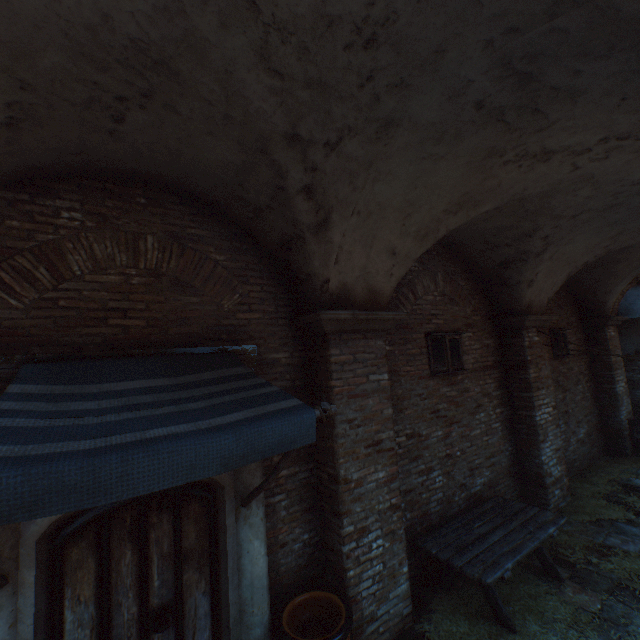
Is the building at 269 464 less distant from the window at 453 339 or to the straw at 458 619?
the straw at 458 619

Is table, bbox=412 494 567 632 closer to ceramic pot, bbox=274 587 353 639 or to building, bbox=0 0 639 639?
ceramic pot, bbox=274 587 353 639

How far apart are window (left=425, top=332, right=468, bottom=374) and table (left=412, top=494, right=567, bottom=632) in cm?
226

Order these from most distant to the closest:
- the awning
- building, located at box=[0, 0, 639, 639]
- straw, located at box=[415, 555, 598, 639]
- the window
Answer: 1. the window
2. straw, located at box=[415, 555, 598, 639]
3. building, located at box=[0, 0, 639, 639]
4. the awning

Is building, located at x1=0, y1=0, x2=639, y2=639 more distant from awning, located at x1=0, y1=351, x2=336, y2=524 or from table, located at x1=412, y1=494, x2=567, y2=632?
table, located at x1=412, y1=494, x2=567, y2=632

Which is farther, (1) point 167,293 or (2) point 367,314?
(2) point 367,314

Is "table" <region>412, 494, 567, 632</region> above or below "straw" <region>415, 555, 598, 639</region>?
above

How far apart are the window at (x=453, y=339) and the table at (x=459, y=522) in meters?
2.3
